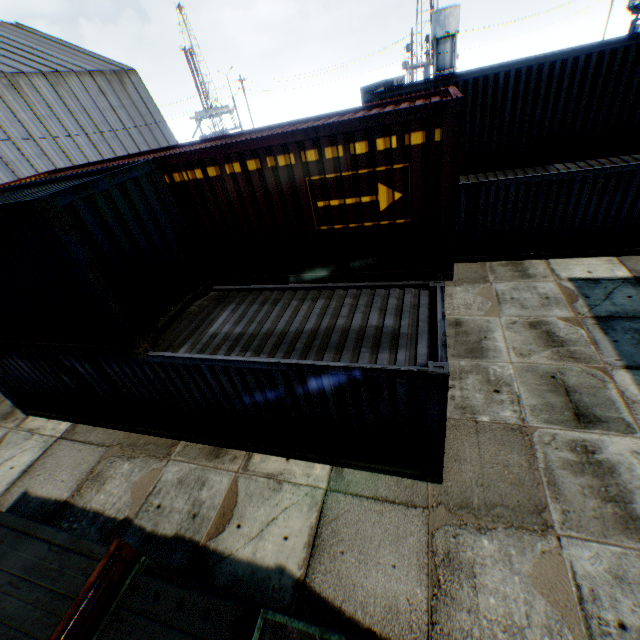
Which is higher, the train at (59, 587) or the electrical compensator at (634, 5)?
the electrical compensator at (634, 5)

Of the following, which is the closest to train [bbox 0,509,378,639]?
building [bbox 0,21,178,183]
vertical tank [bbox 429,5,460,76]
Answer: building [bbox 0,21,178,183]

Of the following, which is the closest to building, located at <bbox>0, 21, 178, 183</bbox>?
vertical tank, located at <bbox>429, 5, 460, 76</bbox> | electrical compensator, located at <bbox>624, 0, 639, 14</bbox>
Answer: electrical compensator, located at <bbox>624, 0, 639, 14</bbox>

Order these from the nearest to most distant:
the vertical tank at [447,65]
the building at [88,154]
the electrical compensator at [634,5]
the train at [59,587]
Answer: the train at [59,587], the electrical compensator at [634,5], the building at [88,154], the vertical tank at [447,65]

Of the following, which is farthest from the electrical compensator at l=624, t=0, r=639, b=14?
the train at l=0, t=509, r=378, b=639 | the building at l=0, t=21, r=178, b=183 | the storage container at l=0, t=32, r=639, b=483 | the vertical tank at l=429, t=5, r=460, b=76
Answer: the vertical tank at l=429, t=5, r=460, b=76

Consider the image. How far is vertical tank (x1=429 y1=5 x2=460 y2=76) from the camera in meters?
48.1

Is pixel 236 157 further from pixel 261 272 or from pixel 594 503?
pixel 594 503

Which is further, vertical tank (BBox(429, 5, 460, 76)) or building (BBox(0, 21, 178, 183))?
vertical tank (BBox(429, 5, 460, 76))
